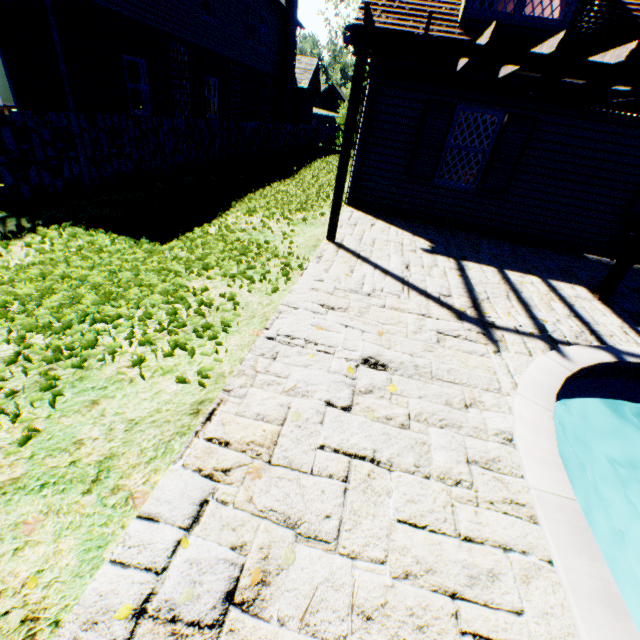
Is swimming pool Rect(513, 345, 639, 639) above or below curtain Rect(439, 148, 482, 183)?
below

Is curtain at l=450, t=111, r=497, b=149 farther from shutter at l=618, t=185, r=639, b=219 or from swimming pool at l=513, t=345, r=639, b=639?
swimming pool at l=513, t=345, r=639, b=639

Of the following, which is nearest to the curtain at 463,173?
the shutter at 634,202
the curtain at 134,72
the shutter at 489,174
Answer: the shutter at 489,174

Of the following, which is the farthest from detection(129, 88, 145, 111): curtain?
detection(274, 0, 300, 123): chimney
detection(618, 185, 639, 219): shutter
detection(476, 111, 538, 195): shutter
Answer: detection(618, 185, 639, 219): shutter

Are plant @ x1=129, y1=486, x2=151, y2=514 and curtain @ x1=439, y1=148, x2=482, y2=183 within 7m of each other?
no

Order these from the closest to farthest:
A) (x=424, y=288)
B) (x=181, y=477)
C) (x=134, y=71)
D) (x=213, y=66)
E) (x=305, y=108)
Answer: (x=181, y=477)
(x=424, y=288)
(x=134, y=71)
(x=213, y=66)
(x=305, y=108)

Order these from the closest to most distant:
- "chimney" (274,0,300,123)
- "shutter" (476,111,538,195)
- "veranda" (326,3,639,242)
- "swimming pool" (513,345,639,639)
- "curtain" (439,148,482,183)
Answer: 1. "swimming pool" (513,345,639,639)
2. "veranda" (326,3,639,242)
3. "shutter" (476,111,538,195)
4. "curtain" (439,148,482,183)
5. "chimney" (274,0,300,123)

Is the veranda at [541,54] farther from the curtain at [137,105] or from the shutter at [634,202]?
the curtain at [137,105]
